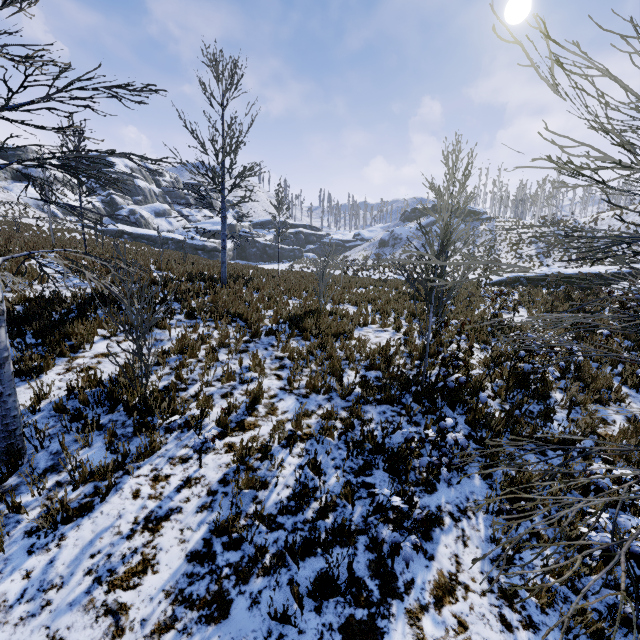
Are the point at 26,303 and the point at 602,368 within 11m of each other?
no

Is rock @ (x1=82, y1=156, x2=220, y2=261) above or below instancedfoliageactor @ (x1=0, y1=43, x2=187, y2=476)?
above

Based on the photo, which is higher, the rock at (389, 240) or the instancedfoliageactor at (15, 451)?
the rock at (389, 240)

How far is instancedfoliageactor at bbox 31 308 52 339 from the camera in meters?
6.3

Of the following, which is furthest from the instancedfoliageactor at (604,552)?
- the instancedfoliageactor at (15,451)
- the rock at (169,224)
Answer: the rock at (169,224)

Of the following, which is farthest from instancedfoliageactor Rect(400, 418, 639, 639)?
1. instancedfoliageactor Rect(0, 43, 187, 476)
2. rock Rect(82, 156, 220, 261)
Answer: rock Rect(82, 156, 220, 261)

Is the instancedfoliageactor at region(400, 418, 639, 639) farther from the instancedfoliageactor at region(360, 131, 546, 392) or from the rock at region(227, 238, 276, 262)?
the rock at region(227, 238, 276, 262)
